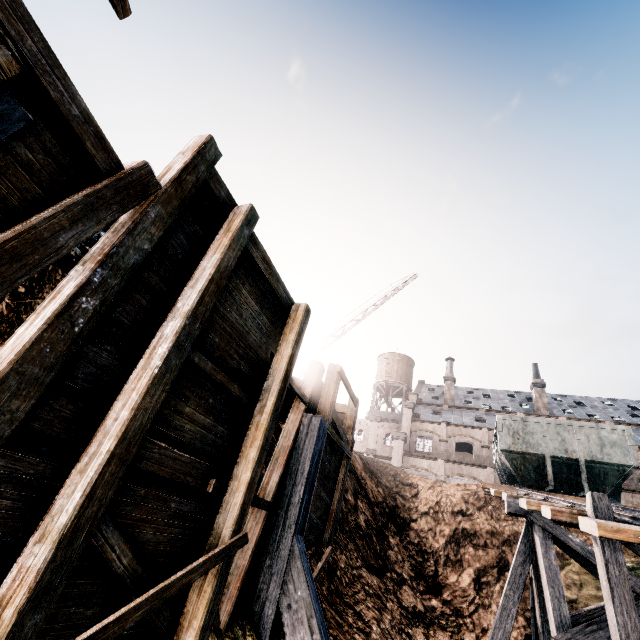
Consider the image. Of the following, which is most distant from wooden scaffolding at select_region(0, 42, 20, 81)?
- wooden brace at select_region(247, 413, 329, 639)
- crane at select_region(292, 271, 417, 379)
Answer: crane at select_region(292, 271, 417, 379)

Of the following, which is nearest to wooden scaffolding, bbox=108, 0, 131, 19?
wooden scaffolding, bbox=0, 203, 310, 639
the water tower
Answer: wooden scaffolding, bbox=0, 203, 310, 639

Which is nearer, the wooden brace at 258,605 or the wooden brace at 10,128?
the wooden brace at 10,128

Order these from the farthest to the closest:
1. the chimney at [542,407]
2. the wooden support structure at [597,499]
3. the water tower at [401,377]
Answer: the water tower at [401,377] < the chimney at [542,407] < the wooden support structure at [597,499]

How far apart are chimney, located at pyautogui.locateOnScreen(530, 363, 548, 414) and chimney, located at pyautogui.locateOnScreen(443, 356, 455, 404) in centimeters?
947cm

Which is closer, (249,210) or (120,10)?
(120,10)

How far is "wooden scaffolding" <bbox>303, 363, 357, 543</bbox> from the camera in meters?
8.6 m

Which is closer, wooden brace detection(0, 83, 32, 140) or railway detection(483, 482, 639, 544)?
wooden brace detection(0, 83, 32, 140)
